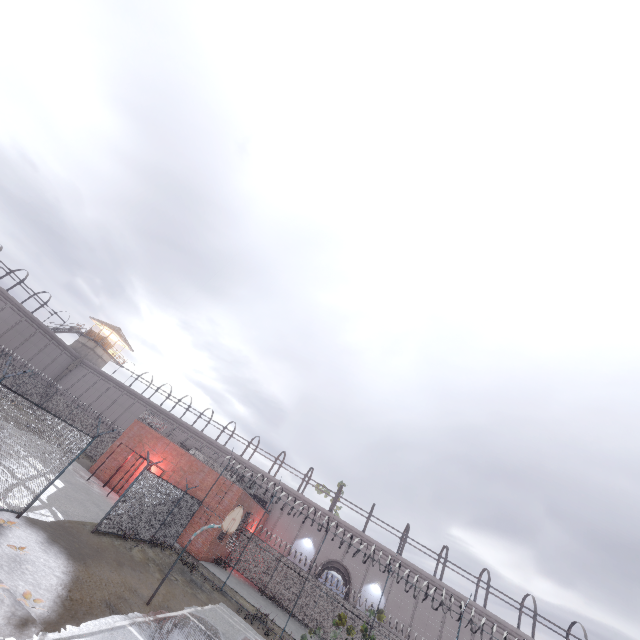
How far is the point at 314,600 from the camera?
25.1m

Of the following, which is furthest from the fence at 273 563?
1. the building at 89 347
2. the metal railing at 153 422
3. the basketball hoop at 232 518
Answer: the building at 89 347

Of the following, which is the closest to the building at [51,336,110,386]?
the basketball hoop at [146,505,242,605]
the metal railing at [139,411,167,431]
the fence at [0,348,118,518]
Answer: the fence at [0,348,118,518]

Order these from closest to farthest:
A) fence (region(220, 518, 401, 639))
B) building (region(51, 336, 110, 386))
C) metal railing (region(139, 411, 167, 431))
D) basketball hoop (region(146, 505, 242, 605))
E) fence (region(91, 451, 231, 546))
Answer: basketball hoop (region(146, 505, 242, 605)) < fence (region(91, 451, 231, 546)) < fence (region(220, 518, 401, 639)) < metal railing (region(139, 411, 167, 431)) < building (region(51, 336, 110, 386))

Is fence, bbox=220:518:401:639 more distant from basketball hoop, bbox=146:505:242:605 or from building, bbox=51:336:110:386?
building, bbox=51:336:110:386

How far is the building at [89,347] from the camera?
46.94m

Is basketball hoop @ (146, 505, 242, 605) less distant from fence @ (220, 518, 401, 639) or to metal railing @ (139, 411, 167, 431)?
fence @ (220, 518, 401, 639)

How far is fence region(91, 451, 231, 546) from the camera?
14.3m
